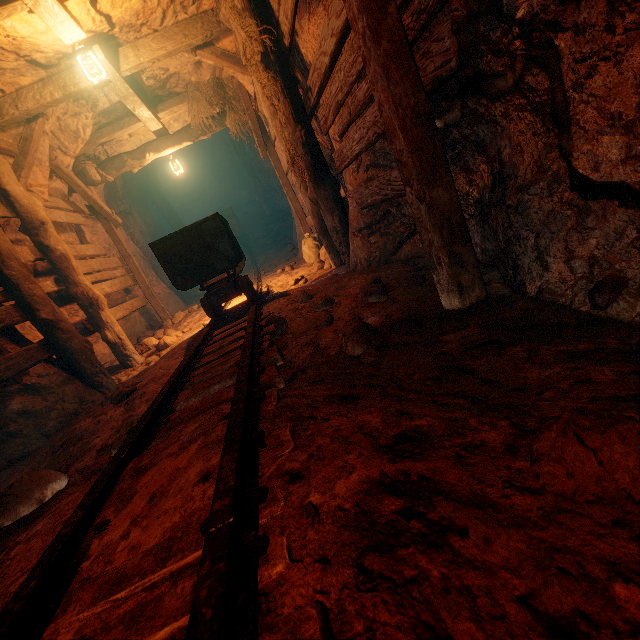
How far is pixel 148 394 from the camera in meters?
3.2 m

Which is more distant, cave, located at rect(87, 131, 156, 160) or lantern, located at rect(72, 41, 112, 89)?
cave, located at rect(87, 131, 156, 160)

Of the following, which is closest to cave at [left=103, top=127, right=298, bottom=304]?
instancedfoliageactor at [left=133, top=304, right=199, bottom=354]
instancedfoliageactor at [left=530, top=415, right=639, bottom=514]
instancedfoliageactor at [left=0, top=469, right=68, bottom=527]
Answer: instancedfoliageactor at [left=133, top=304, right=199, bottom=354]

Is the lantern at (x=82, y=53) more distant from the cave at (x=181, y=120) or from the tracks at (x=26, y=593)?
the cave at (x=181, y=120)

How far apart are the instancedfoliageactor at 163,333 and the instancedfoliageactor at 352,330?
5.43m

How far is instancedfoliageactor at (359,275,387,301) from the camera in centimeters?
318cm

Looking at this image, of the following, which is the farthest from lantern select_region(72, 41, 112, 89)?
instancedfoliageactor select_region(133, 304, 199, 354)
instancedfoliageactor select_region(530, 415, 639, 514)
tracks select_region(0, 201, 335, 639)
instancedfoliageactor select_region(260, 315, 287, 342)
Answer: instancedfoliageactor select_region(530, 415, 639, 514)

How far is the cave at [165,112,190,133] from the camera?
8.1 meters
